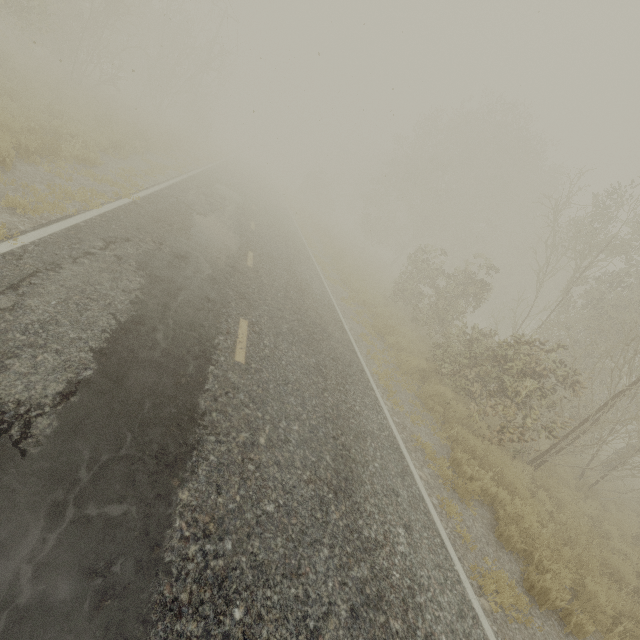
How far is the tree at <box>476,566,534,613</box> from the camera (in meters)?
4.51

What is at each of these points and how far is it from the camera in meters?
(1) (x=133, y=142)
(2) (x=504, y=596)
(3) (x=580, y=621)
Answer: (1) tree, 14.2 m
(2) tree, 4.6 m
(3) tree, 4.9 m

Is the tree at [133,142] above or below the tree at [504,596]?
above

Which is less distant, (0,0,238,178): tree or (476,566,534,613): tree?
(476,566,534,613): tree

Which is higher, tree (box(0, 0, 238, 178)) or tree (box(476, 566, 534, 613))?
tree (box(0, 0, 238, 178))

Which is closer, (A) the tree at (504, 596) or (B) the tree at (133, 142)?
(A) the tree at (504, 596)
